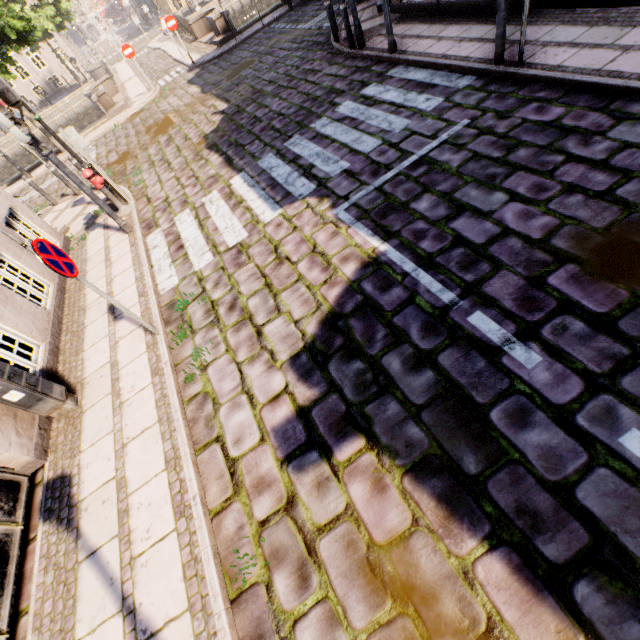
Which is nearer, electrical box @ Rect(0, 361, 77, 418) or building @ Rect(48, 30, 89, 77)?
electrical box @ Rect(0, 361, 77, 418)

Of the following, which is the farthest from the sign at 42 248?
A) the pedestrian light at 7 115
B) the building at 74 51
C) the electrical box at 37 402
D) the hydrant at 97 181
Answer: the building at 74 51

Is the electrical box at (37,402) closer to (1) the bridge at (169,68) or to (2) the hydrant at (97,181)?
(2) the hydrant at (97,181)

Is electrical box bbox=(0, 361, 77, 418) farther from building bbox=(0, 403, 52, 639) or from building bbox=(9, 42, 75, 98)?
building bbox=(9, 42, 75, 98)

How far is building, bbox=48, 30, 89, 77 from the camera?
34.56m

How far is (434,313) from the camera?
3.63m

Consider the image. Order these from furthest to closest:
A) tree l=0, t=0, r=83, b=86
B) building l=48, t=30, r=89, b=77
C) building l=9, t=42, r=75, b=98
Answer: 1. building l=48, t=30, r=89, b=77
2. building l=9, t=42, r=75, b=98
3. tree l=0, t=0, r=83, b=86

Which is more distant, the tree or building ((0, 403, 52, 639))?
the tree
